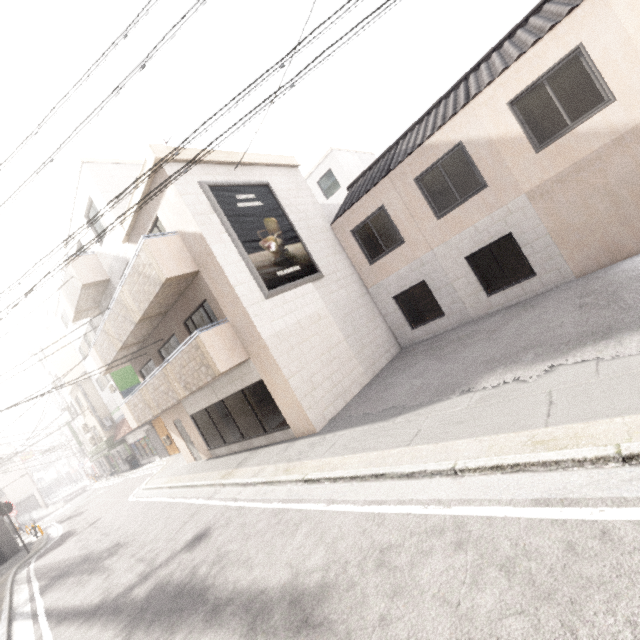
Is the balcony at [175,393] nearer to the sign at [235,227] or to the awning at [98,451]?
the sign at [235,227]

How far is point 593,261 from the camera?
8.58m

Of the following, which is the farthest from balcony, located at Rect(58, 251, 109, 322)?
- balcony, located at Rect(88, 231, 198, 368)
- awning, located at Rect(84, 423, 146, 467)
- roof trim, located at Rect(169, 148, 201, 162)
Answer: awning, located at Rect(84, 423, 146, 467)

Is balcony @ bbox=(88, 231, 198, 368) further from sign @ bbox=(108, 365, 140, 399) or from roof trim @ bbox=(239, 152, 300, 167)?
sign @ bbox=(108, 365, 140, 399)

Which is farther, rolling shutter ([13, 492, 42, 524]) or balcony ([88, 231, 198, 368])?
rolling shutter ([13, 492, 42, 524])

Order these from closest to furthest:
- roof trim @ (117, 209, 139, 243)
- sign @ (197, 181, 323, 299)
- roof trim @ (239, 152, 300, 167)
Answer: sign @ (197, 181, 323, 299) < roof trim @ (117, 209, 139, 243) < roof trim @ (239, 152, 300, 167)

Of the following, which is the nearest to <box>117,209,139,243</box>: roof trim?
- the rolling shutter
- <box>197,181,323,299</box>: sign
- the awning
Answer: <box>197,181,323,299</box>: sign

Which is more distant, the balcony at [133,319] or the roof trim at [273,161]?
the roof trim at [273,161]
